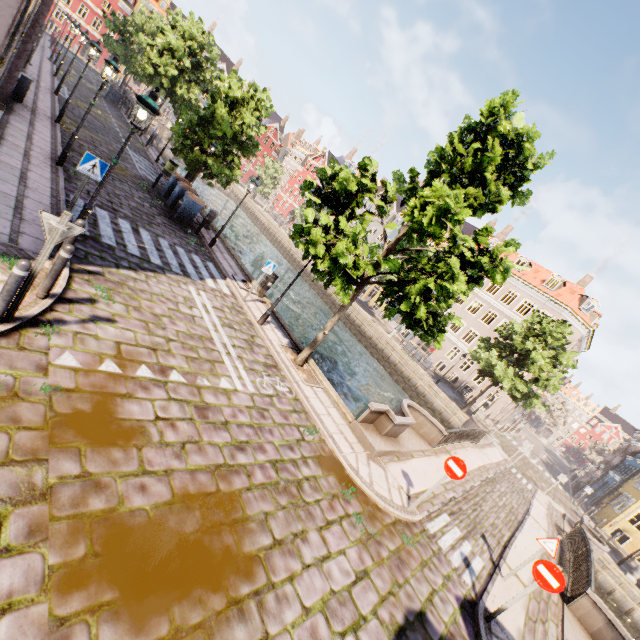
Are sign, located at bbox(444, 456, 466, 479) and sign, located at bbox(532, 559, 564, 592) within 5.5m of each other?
yes

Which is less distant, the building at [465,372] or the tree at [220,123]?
the tree at [220,123]

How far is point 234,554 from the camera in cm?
442

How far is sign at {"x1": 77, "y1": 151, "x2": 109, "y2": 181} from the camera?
7.3m

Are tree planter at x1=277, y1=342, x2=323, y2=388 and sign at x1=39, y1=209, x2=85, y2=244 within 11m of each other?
yes

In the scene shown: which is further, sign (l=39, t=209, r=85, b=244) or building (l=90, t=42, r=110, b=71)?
building (l=90, t=42, r=110, b=71)

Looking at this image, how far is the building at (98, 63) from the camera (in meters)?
53.84

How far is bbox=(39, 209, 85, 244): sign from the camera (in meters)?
4.25
